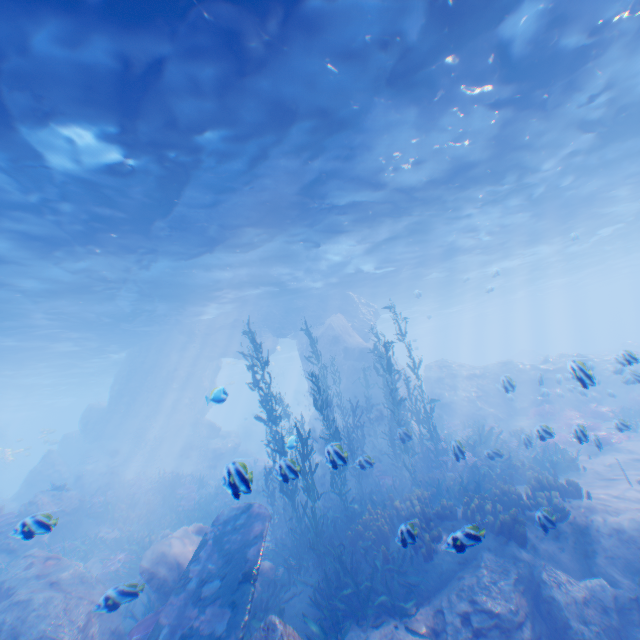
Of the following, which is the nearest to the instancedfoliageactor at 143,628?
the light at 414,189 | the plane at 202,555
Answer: the plane at 202,555

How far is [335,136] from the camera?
10.04m

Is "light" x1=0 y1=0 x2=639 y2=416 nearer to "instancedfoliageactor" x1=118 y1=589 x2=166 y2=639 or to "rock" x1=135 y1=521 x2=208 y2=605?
"rock" x1=135 y1=521 x2=208 y2=605

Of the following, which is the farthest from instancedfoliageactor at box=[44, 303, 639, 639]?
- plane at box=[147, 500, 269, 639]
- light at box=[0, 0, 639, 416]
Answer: light at box=[0, 0, 639, 416]

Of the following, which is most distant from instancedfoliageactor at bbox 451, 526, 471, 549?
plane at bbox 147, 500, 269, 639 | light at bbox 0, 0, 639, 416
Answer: light at bbox 0, 0, 639, 416

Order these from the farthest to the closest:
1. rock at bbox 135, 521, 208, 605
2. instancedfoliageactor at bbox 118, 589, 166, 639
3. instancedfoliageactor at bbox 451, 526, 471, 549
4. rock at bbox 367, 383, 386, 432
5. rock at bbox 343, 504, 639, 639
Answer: rock at bbox 367, 383, 386, 432
rock at bbox 135, 521, 208, 605
instancedfoliageactor at bbox 118, 589, 166, 639
rock at bbox 343, 504, 639, 639
instancedfoliageactor at bbox 451, 526, 471, 549

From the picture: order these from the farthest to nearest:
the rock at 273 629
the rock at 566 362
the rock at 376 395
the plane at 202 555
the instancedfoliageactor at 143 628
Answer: the rock at 376 395
the rock at 566 362
the instancedfoliageactor at 143 628
the plane at 202 555
the rock at 273 629
